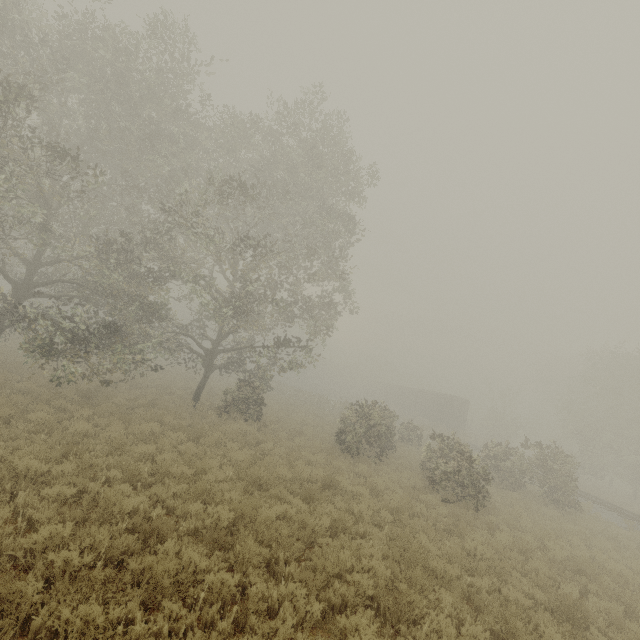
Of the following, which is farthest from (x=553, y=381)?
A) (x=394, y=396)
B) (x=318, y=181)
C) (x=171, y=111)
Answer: (x=171, y=111)

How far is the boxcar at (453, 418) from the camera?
39.8 meters

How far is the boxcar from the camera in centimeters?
Result: 3975cm

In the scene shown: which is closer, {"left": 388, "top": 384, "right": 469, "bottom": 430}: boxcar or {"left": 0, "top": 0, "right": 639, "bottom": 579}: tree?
{"left": 0, "top": 0, "right": 639, "bottom": 579}: tree

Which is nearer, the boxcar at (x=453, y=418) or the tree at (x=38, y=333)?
the tree at (x=38, y=333)
